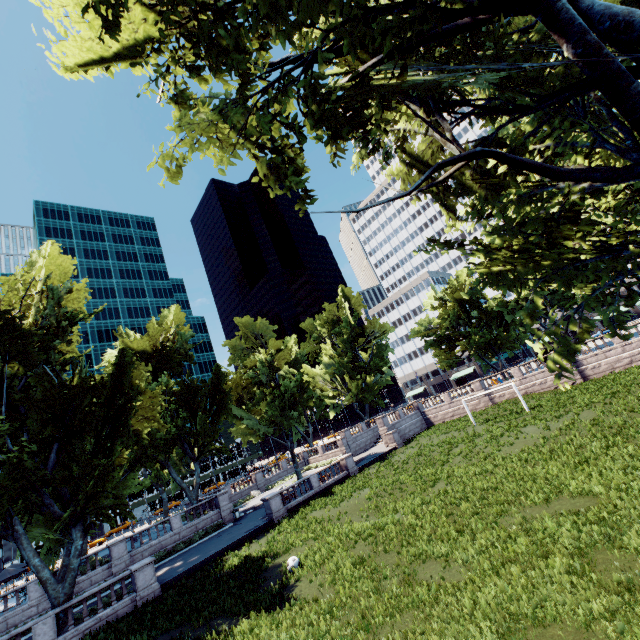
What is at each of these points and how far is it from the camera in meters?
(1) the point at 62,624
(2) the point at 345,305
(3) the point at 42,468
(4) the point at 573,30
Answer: (1) tree, 18.9 m
(2) tree, 59.1 m
(3) tree, 18.7 m
(4) tree, 5.9 m

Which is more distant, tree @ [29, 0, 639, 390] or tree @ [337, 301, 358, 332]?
tree @ [337, 301, 358, 332]

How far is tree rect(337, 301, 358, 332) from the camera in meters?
57.8 m

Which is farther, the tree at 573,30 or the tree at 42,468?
the tree at 42,468

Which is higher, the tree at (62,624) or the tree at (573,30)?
the tree at (573,30)

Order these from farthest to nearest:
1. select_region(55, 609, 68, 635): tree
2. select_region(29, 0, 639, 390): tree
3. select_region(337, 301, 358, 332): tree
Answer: select_region(337, 301, 358, 332): tree → select_region(55, 609, 68, 635): tree → select_region(29, 0, 639, 390): tree
